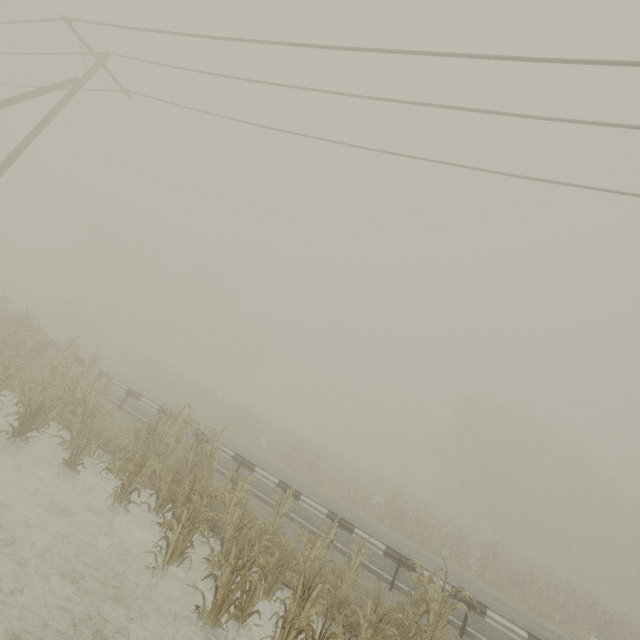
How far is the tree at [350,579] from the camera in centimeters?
779cm

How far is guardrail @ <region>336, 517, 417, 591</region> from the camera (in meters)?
9.55

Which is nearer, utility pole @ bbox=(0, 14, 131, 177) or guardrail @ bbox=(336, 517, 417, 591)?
guardrail @ bbox=(336, 517, 417, 591)

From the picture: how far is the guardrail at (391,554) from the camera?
9.5m

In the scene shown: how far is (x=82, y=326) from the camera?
28.67m

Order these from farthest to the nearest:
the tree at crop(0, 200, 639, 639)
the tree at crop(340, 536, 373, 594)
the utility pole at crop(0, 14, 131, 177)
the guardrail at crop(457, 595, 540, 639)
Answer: the utility pole at crop(0, 14, 131, 177), the guardrail at crop(457, 595, 540, 639), the tree at crop(340, 536, 373, 594), the tree at crop(0, 200, 639, 639)

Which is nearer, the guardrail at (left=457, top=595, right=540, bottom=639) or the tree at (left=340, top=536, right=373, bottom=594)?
the tree at (left=340, top=536, right=373, bottom=594)
